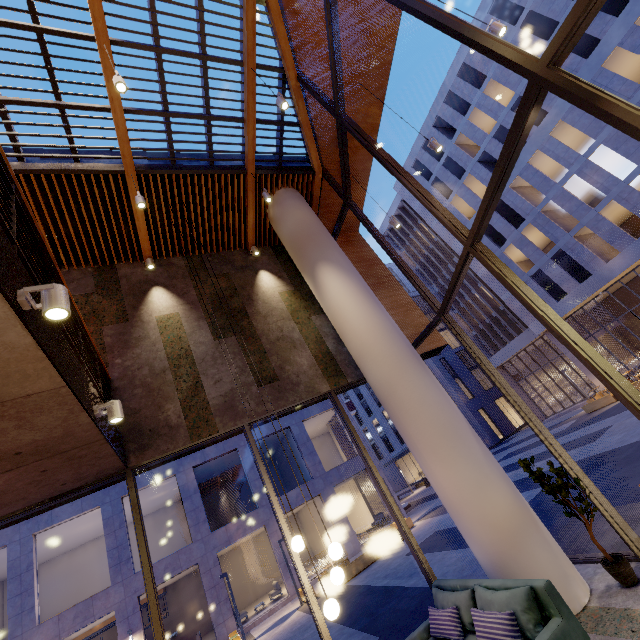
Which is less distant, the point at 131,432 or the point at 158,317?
the point at 131,432

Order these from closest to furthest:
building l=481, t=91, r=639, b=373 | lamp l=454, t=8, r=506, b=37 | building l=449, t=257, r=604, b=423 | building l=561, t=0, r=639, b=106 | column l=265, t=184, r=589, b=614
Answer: column l=265, t=184, r=589, b=614 → lamp l=454, t=8, r=506, b=37 → building l=561, t=0, r=639, b=106 → building l=481, t=91, r=639, b=373 → building l=449, t=257, r=604, b=423

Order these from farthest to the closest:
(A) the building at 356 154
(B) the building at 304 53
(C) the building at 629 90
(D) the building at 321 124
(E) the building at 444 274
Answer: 1. (E) the building at 444 274
2. (C) the building at 629 90
3. (A) the building at 356 154
4. (D) the building at 321 124
5. (B) the building at 304 53

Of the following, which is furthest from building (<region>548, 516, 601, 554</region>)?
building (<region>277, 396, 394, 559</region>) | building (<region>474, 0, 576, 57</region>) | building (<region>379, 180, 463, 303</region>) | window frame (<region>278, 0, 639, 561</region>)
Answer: building (<region>379, 180, 463, 303</region>)

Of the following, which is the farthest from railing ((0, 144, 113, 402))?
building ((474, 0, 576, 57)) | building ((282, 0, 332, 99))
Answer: building ((474, 0, 576, 57))

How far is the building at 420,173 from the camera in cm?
2497

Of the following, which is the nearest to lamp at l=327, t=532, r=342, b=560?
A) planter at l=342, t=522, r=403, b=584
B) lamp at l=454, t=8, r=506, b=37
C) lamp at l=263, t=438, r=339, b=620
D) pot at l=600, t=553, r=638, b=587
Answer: lamp at l=263, t=438, r=339, b=620

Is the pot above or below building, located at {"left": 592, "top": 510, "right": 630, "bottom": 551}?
above
